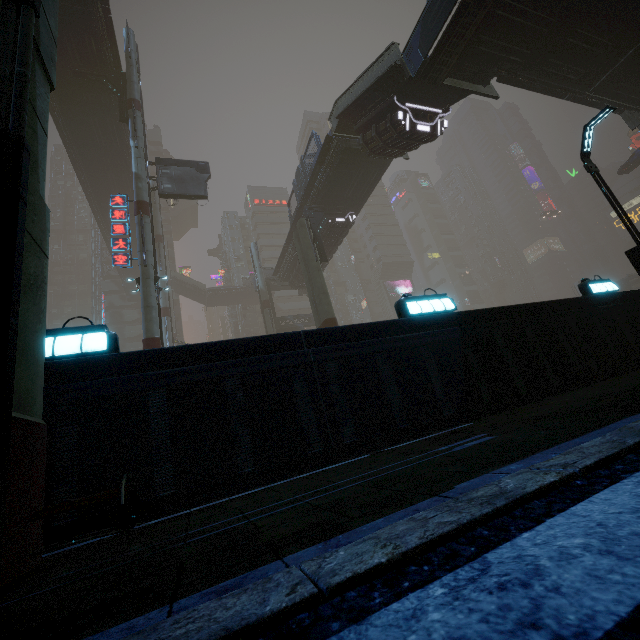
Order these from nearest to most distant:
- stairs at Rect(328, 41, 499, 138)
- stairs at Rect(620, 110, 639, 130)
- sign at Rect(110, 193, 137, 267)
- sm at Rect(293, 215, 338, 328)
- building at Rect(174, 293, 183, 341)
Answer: stairs at Rect(328, 41, 499, 138) < sign at Rect(110, 193, 137, 267) < stairs at Rect(620, 110, 639, 130) < sm at Rect(293, 215, 338, 328) < building at Rect(174, 293, 183, 341)

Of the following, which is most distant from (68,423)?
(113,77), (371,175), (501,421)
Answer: (113,77)

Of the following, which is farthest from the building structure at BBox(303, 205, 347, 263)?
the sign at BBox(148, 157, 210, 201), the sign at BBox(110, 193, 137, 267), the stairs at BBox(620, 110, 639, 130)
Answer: the stairs at BBox(620, 110, 639, 130)

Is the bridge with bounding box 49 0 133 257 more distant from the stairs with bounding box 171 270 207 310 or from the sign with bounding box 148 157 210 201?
the sign with bounding box 148 157 210 201

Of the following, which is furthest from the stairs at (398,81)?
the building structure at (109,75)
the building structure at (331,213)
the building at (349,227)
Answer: the building structure at (109,75)

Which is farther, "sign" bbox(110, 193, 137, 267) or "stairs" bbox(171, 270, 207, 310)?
"stairs" bbox(171, 270, 207, 310)

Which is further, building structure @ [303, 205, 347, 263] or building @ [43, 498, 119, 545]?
building structure @ [303, 205, 347, 263]

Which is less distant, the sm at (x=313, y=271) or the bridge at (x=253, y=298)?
the sm at (x=313, y=271)
